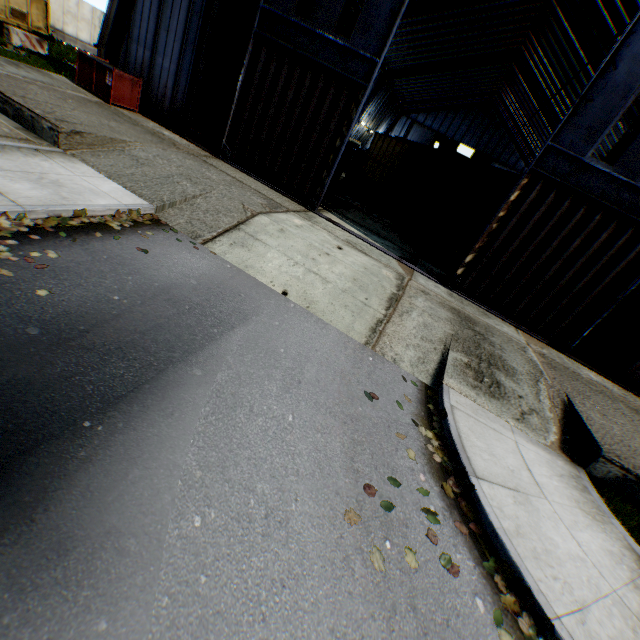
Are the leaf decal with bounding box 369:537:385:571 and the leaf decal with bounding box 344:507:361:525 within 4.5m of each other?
yes

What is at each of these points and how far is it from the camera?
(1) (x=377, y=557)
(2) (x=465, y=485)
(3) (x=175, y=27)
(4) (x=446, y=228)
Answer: (1) leaf decal, 3.2m
(2) leaf decal, 4.5m
(3) building, 12.1m
(4) train, 14.9m

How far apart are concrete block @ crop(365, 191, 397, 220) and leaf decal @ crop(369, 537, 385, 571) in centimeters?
1978cm

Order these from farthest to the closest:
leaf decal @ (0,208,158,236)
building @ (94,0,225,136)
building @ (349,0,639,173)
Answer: building @ (349,0,639,173), building @ (94,0,225,136), leaf decal @ (0,208,158,236)

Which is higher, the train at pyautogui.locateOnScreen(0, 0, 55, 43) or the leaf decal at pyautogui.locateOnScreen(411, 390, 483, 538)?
the train at pyautogui.locateOnScreen(0, 0, 55, 43)

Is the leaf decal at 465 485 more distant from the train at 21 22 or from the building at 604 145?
the train at 21 22

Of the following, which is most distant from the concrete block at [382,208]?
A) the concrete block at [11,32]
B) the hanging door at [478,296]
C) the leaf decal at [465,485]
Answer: the concrete block at [11,32]

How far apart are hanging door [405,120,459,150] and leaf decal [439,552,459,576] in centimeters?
5626cm
